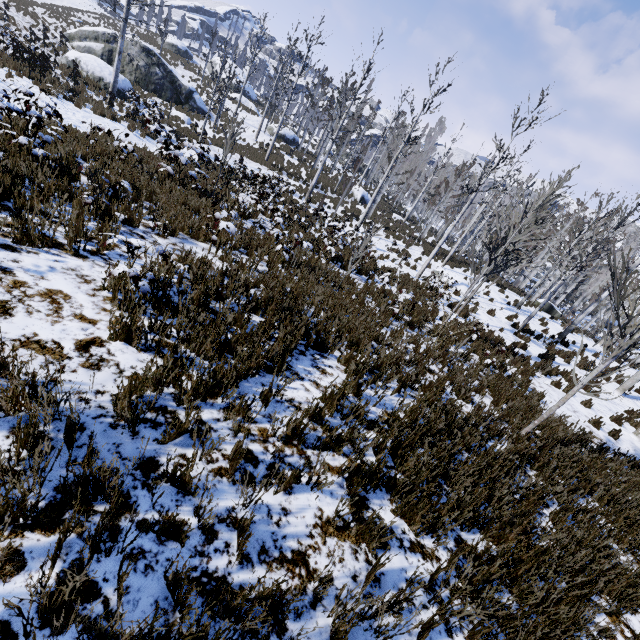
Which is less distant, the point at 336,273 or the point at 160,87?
the point at 336,273

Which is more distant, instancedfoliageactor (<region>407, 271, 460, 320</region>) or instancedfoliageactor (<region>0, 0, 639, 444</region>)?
instancedfoliageactor (<region>407, 271, 460, 320</region>)

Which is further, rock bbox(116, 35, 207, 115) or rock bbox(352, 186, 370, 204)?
rock bbox(352, 186, 370, 204)

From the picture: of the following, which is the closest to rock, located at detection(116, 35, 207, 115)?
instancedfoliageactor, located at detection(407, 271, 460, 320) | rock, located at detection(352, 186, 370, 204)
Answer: rock, located at detection(352, 186, 370, 204)

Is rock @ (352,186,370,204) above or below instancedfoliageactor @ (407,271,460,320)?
above

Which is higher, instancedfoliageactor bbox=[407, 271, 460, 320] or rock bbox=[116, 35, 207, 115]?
rock bbox=[116, 35, 207, 115]

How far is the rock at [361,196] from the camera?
33.5m

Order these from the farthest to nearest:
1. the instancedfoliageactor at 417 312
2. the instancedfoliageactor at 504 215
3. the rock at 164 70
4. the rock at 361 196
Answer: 1. the rock at 361 196
2. the rock at 164 70
3. the instancedfoliageactor at 417 312
4. the instancedfoliageactor at 504 215
